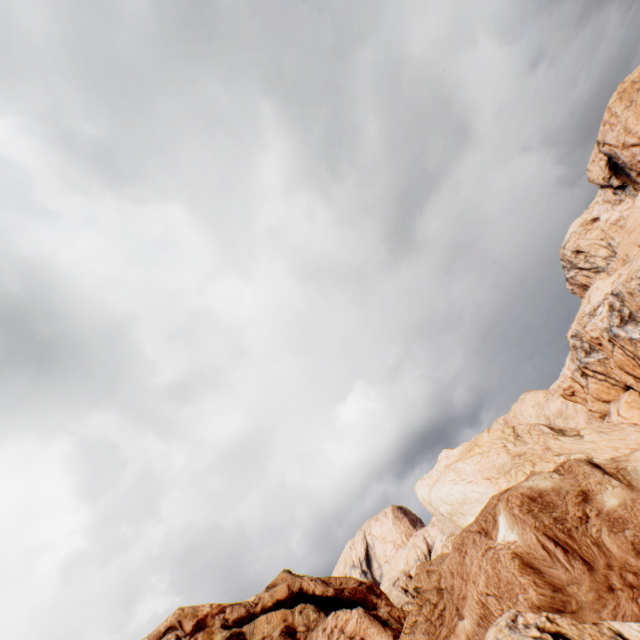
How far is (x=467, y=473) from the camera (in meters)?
31.36
